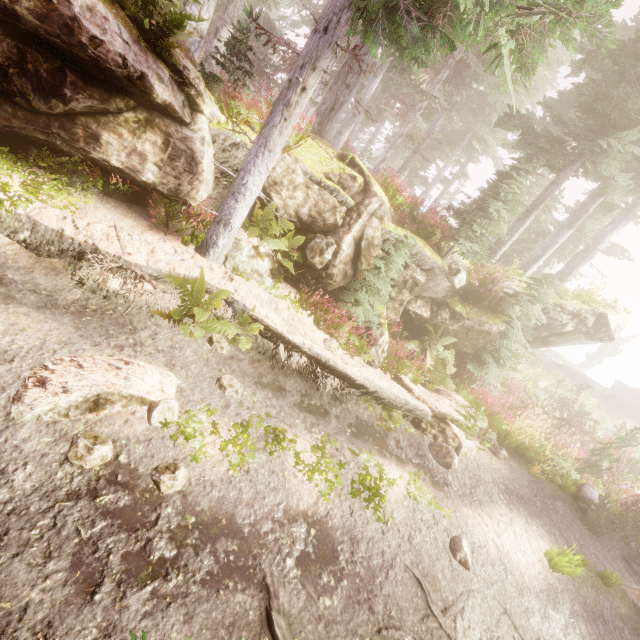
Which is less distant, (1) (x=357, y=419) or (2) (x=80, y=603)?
(2) (x=80, y=603)

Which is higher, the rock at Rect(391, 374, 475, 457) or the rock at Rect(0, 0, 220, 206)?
the rock at Rect(0, 0, 220, 206)

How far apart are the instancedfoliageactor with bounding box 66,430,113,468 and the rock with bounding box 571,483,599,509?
11.35m

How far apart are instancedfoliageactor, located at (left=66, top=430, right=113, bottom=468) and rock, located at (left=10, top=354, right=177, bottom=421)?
0.2 meters

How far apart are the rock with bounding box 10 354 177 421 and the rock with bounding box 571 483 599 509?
10.87m

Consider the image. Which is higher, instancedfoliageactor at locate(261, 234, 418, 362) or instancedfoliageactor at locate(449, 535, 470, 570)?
instancedfoliageactor at locate(261, 234, 418, 362)

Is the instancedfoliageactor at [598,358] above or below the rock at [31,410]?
above

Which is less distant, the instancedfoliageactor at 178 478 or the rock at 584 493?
the instancedfoliageactor at 178 478
